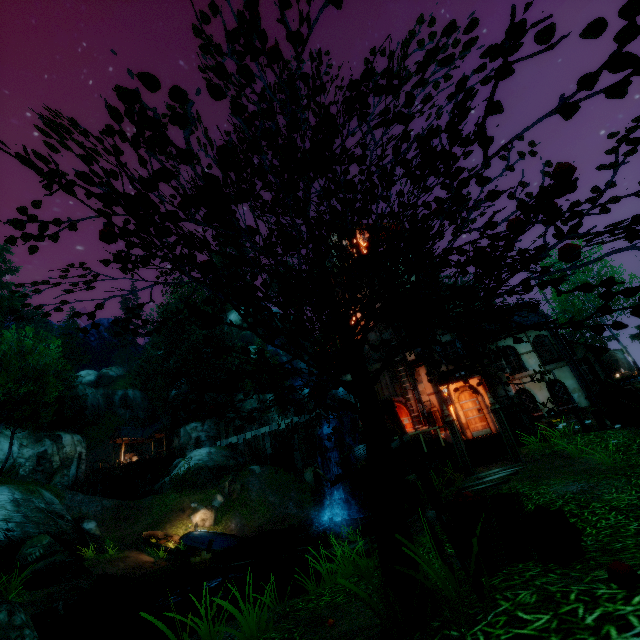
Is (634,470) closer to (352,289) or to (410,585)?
(410,585)

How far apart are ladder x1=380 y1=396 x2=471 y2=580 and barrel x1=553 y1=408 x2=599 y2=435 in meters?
12.3

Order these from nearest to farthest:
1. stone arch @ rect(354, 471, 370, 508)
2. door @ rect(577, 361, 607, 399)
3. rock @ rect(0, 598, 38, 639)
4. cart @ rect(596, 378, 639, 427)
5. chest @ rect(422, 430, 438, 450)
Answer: rock @ rect(0, 598, 38, 639) → cart @ rect(596, 378, 639, 427) → chest @ rect(422, 430, 438, 450) → stone arch @ rect(354, 471, 370, 508) → door @ rect(577, 361, 607, 399)

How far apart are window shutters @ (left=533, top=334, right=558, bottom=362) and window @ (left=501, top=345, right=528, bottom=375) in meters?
0.7

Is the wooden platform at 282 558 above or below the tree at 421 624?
below

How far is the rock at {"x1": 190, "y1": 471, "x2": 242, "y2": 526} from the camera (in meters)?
22.86

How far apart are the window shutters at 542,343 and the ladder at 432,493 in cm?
1608

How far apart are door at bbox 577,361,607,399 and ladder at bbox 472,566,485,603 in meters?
19.2
